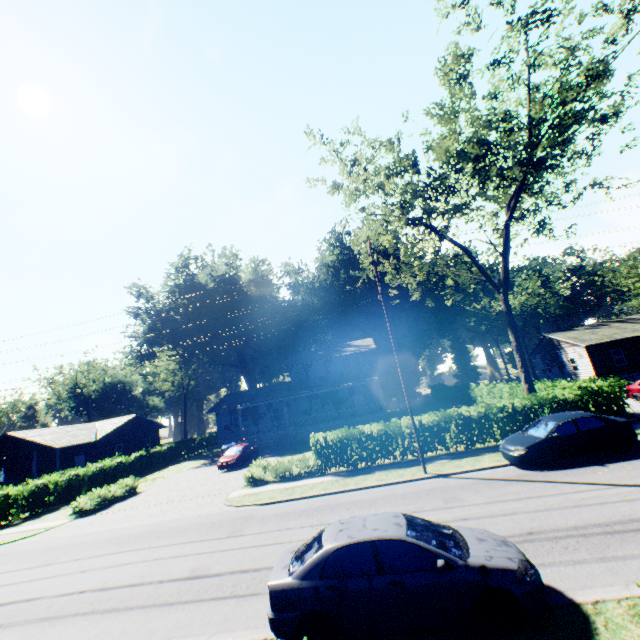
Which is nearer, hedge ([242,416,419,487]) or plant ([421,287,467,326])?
hedge ([242,416,419,487])

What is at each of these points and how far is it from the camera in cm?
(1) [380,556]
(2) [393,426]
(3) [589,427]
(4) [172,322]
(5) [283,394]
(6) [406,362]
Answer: (1) car, 578
(2) hedge, 1827
(3) car, 1291
(4) plant, 5947
(5) house, 3569
(6) plant, 5259

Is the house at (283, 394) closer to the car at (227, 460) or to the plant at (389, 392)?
the car at (227, 460)

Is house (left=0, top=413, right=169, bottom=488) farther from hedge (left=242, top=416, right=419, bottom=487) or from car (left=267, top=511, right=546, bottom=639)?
car (left=267, top=511, right=546, bottom=639)

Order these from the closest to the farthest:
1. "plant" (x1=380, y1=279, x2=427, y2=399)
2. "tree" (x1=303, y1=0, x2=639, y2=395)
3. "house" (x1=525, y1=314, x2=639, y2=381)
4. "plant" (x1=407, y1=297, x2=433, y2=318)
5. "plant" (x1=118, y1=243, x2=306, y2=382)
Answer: "tree" (x1=303, y1=0, x2=639, y2=395)
"house" (x1=525, y1=314, x2=639, y2=381)
"plant" (x1=118, y1=243, x2=306, y2=382)
"plant" (x1=380, y1=279, x2=427, y2=399)
"plant" (x1=407, y1=297, x2=433, y2=318)

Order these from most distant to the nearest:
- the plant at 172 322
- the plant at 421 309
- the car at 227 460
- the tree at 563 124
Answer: the plant at 421 309
the plant at 172 322
the car at 227 460
the tree at 563 124

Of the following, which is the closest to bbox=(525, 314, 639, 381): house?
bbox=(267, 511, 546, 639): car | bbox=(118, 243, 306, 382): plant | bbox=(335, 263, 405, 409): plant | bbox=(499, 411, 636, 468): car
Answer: bbox=(335, 263, 405, 409): plant

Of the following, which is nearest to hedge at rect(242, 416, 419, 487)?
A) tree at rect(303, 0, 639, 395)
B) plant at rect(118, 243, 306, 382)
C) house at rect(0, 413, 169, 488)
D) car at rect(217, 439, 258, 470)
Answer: tree at rect(303, 0, 639, 395)
